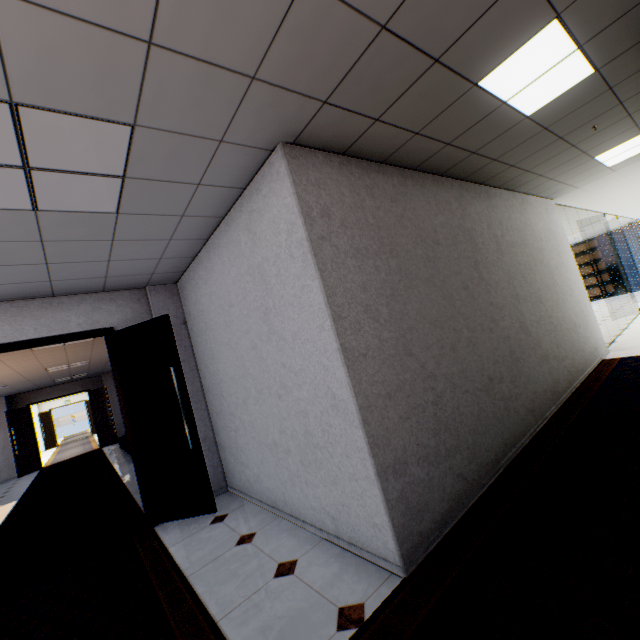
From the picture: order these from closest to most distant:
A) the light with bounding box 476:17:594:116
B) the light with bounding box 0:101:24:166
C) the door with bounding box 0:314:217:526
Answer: the light with bounding box 0:101:24:166
the light with bounding box 476:17:594:116
the door with bounding box 0:314:217:526

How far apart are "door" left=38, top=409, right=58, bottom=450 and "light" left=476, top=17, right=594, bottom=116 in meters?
27.3

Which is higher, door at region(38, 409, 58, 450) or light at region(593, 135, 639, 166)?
light at region(593, 135, 639, 166)

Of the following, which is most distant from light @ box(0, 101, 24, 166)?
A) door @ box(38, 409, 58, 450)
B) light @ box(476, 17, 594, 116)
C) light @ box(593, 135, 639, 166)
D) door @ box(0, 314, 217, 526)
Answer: door @ box(38, 409, 58, 450)

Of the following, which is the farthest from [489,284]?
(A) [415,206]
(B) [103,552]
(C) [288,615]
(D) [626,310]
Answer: (D) [626,310]

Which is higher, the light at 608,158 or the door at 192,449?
the light at 608,158

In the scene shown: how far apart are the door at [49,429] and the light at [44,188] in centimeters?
2533cm

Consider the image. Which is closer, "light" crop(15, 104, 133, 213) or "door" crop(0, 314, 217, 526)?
"light" crop(15, 104, 133, 213)
